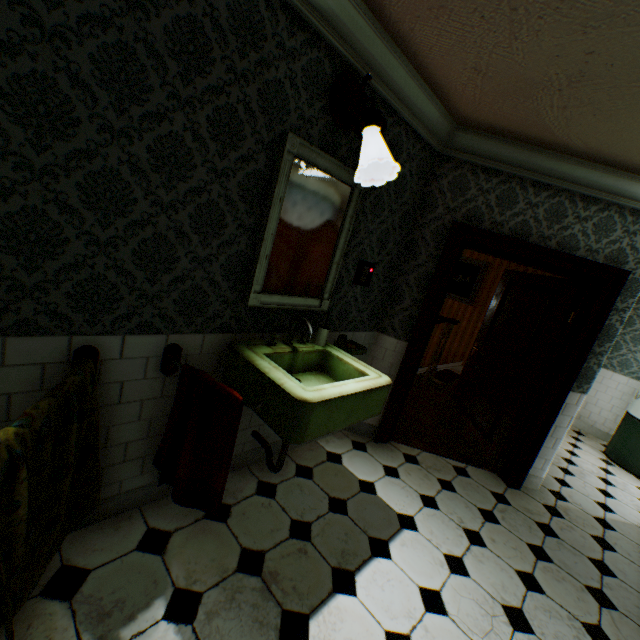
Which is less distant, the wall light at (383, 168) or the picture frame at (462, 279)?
the wall light at (383, 168)

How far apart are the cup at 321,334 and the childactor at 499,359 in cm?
243

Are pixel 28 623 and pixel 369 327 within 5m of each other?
yes

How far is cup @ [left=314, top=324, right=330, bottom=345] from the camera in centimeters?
247cm

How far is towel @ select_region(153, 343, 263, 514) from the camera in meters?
1.7

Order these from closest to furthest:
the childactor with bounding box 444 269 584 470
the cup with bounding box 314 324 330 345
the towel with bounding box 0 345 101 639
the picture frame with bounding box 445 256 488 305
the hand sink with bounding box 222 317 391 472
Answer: the towel with bounding box 0 345 101 639
the hand sink with bounding box 222 317 391 472
the cup with bounding box 314 324 330 345
the childactor with bounding box 444 269 584 470
the picture frame with bounding box 445 256 488 305

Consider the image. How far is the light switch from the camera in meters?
2.8 m

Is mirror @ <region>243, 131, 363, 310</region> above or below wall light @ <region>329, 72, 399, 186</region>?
below
